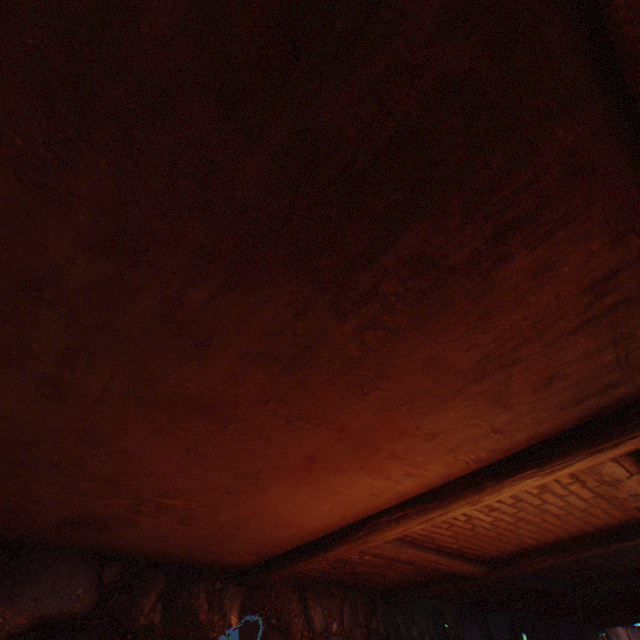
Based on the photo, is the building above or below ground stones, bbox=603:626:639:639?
above

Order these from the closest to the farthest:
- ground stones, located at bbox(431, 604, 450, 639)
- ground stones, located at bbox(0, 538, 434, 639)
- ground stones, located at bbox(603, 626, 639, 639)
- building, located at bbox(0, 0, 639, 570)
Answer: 1. building, located at bbox(0, 0, 639, 570)
2. ground stones, located at bbox(0, 538, 434, 639)
3. ground stones, located at bbox(431, 604, 450, 639)
4. ground stones, located at bbox(603, 626, 639, 639)

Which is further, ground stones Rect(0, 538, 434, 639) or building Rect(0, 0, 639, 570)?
ground stones Rect(0, 538, 434, 639)

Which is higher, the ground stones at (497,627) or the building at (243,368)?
the building at (243,368)

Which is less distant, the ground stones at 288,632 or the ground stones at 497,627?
the ground stones at 288,632

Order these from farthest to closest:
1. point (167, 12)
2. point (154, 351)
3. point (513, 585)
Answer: point (513, 585)
point (154, 351)
point (167, 12)

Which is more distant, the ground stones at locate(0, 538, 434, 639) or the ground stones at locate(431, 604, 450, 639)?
the ground stones at locate(431, 604, 450, 639)
